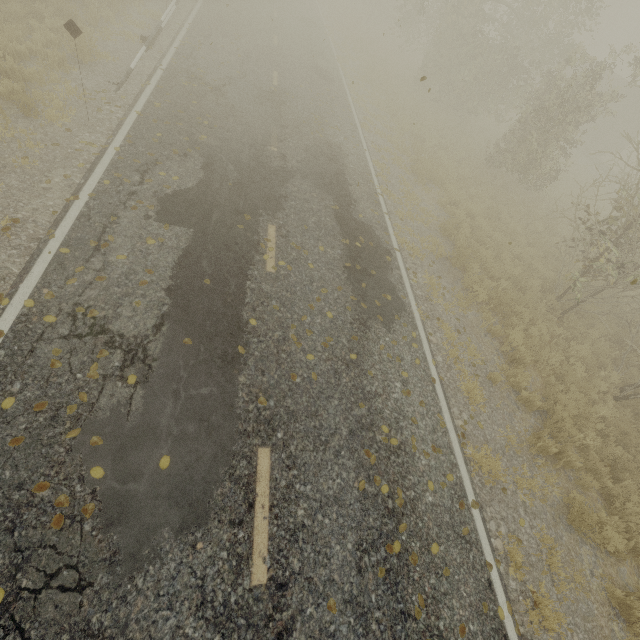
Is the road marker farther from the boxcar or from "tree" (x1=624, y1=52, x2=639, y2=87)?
the boxcar

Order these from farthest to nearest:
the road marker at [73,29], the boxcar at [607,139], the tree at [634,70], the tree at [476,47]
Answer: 1. the boxcar at [607,139]
2. the tree at [476,47]
3. the tree at [634,70]
4. the road marker at [73,29]

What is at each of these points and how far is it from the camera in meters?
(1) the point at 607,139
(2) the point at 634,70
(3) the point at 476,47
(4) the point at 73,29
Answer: (1) boxcar, 26.7 m
(2) tree, 11.8 m
(3) tree, 16.7 m
(4) road marker, 6.4 m

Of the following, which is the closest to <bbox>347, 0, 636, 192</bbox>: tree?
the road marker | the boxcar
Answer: the boxcar

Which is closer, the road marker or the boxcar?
the road marker

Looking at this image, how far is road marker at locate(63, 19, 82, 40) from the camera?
6.3m

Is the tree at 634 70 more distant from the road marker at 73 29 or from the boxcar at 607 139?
the road marker at 73 29
